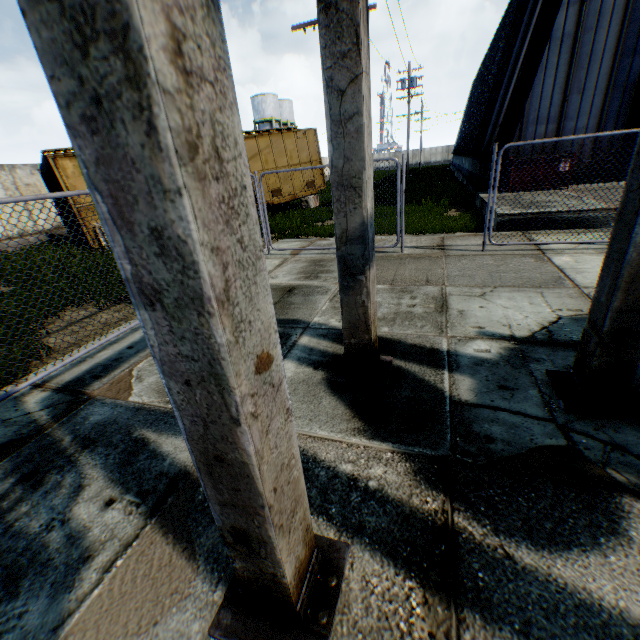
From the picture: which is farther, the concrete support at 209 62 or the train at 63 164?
the train at 63 164

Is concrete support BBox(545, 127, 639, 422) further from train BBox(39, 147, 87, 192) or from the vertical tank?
the vertical tank

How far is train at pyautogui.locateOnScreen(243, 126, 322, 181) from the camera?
15.89m

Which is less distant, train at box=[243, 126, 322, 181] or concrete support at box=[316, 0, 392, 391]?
concrete support at box=[316, 0, 392, 391]

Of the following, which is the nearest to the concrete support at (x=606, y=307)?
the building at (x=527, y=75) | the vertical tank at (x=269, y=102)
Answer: the building at (x=527, y=75)

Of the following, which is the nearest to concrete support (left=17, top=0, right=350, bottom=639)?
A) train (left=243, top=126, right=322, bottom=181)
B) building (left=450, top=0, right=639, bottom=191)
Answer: train (left=243, top=126, right=322, bottom=181)

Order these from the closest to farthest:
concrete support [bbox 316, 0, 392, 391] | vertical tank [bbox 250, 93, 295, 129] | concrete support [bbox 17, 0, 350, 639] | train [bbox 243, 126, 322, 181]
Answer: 1. concrete support [bbox 17, 0, 350, 639]
2. concrete support [bbox 316, 0, 392, 391]
3. train [bbox 243, 126, 322, 181]
4. vertical tank [bbox 250, 93, 295, 129]

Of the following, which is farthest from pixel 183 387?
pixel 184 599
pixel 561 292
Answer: pixel 561 292
